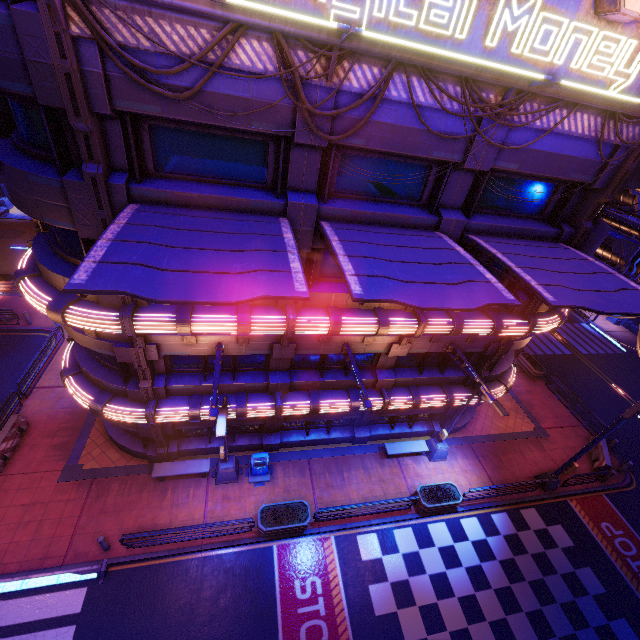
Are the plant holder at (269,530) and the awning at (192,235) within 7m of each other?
no

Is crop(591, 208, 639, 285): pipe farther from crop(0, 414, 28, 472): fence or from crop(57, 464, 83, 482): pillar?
crop(0, 414, 28, 472): fence

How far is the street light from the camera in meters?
9.9 m

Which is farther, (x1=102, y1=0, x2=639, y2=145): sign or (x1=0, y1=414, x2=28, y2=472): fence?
(x1=0, y1=414, x2=28, y2=472): fence

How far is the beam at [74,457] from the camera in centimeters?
1507cm

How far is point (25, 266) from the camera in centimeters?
1083cm

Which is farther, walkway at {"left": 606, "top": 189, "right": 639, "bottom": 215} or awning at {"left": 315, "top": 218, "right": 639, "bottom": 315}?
walkway at {"left": 606, "top": 189, "right": 639, "bottom": 215}

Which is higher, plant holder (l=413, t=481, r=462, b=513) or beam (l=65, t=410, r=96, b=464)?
plant holder (l=413, t=481, r=462, b=513)
